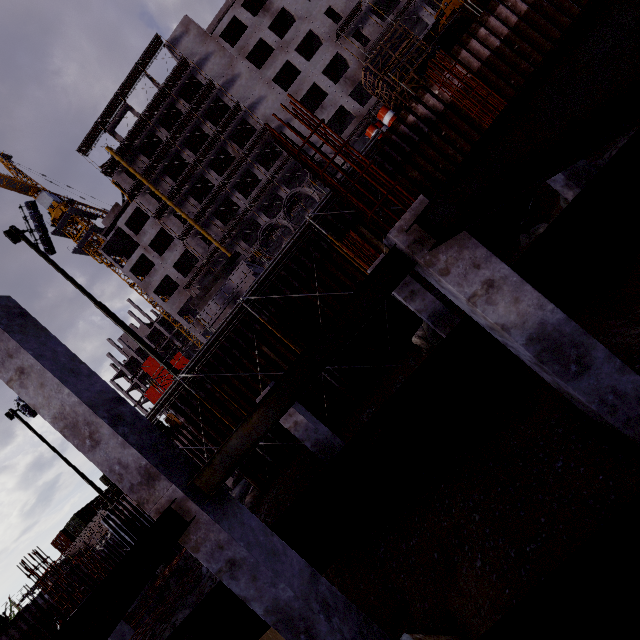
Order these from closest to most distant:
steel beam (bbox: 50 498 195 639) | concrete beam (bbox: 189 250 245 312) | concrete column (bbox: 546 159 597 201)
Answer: steel beam (bbox: 50 498 195 639), concrete column (bbox: 546 159 597 201), concrete beam (bbox: 189 250 245 312)

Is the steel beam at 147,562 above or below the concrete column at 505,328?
above

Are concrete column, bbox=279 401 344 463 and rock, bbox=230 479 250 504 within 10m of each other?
yes

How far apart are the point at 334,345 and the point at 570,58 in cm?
350

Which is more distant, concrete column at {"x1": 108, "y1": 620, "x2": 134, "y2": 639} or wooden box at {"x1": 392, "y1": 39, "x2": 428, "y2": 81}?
wooden box at {"x1": 392, "y1": 39, "x2": 428, "y2": 81}

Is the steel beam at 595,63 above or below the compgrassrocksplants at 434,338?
above

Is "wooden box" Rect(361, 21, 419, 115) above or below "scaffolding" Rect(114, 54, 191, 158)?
below

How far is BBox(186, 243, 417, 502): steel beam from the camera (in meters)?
4.19
